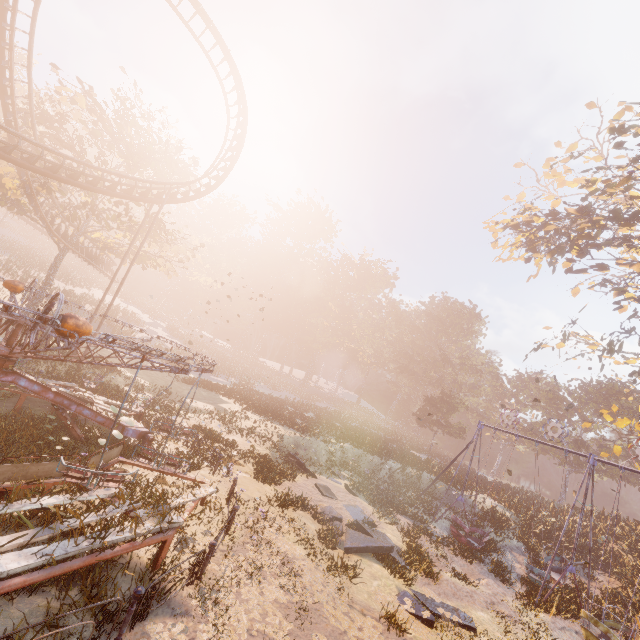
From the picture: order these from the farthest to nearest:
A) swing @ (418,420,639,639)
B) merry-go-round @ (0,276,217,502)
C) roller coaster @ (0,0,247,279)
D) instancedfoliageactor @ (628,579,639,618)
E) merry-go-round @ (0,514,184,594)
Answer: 1. roller coaster @ (0,0,247,279)
2. instancedfoliageactor @ (628,579,639,618)
3. swing @ (418,420,639,639)
4. merry-go-round @ (0,276,217,502)
5. merry-go-round @ (0,514,184,594)

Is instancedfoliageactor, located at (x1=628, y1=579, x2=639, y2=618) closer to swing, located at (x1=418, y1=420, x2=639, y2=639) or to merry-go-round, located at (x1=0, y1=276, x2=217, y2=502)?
swing, located at (x1=418, y1=420, x2=639, y2=639)

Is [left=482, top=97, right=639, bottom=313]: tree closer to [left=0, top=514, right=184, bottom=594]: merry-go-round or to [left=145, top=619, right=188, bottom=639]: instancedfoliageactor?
[left=0, top=514, right=184, bottom=594]: merry-go-round

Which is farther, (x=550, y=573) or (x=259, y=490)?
A: (x=550, y=573)

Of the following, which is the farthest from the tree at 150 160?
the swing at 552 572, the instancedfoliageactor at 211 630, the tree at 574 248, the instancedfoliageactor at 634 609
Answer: the instancedfoliageactor at 634 609

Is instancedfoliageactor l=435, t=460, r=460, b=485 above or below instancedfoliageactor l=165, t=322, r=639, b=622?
above

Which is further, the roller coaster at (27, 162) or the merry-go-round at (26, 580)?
the roller coaster at (27, 162)

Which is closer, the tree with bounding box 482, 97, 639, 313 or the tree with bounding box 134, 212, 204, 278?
the tree with bounding box 482, 97, 639, 313
